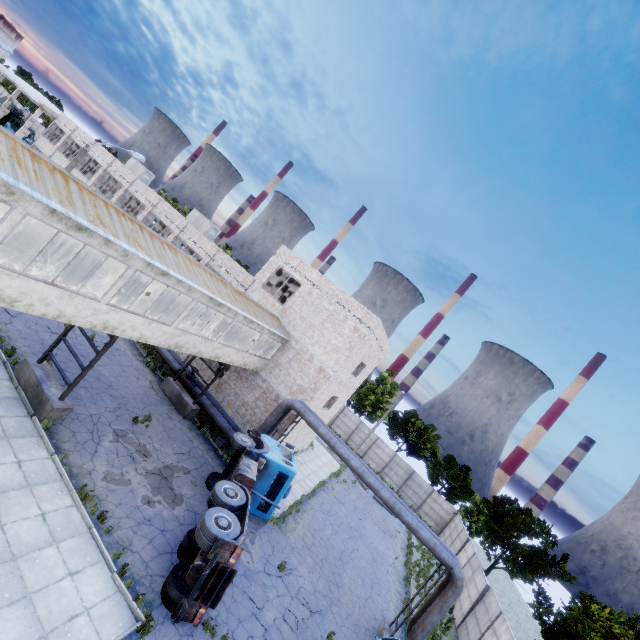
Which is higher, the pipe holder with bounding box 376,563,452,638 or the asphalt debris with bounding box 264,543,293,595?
the pipe holder with bounding box 376,563,452,638

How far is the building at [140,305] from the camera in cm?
1451

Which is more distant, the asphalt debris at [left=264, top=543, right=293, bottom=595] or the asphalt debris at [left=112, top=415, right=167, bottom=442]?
the asphalt debris at [left=112, top=415, right=167, bottom=442]

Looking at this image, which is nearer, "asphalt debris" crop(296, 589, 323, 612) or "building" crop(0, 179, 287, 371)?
"building" crop(0, 179, 287, 371)

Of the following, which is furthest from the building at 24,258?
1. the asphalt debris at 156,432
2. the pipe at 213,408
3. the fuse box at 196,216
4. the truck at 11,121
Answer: the truck at 11,121

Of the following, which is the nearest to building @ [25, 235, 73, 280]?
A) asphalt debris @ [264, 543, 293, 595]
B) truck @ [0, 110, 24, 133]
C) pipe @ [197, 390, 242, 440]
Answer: pipe @ [197, 390, 242, 440]

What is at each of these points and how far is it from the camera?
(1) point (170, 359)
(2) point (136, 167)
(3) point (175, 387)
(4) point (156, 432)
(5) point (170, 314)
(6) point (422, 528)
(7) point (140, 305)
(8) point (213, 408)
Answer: (1) pipe, 21.9 meters
(2) fuse box, 38.3 meters
(3) pipe holder, 19.9 meters
(4) asphalt debris, 16.3 meters
(5) building, 17.6 meters
(6) pipe, 15.5 meters
(7) building, 15.3 meters
(8) pipe, 20.2 meters

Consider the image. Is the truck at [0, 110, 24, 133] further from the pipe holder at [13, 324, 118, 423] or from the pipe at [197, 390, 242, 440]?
the pipe holder at [13, 324, 118, 423]
